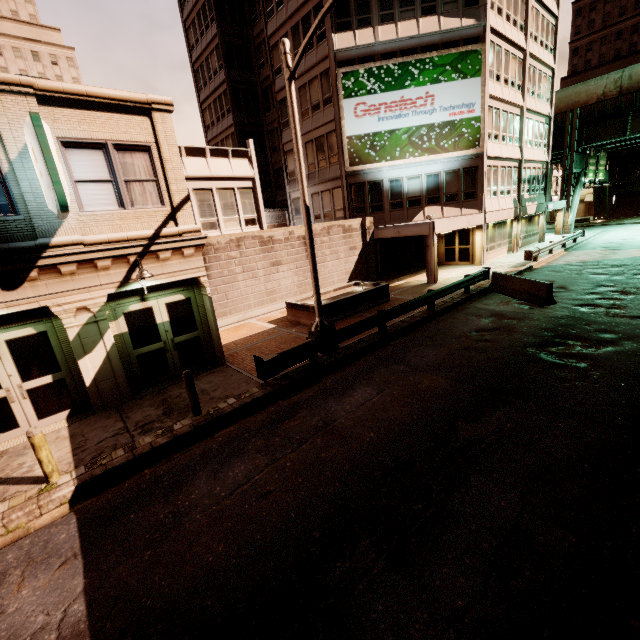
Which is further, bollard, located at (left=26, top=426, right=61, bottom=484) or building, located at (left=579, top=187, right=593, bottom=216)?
building, located at (left=579, top=187, right=593, bottom=216)

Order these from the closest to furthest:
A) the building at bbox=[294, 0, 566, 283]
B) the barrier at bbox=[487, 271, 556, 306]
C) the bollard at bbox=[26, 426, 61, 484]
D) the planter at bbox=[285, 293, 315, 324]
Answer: the bollard at bbox=[26, 426, 61, 484] < the barrier at bbox=[487, 271, 556, 306] < the planter at bbox=[285, 293, 315, 324] < the building at bbox=[294, 0, 566, 283]

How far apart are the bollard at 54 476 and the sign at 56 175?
4.5m

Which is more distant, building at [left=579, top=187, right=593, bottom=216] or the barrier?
building at [left=579, top=187, right=593, bottom=216]

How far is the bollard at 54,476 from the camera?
6.2 meters

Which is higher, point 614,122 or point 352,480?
point 614,122

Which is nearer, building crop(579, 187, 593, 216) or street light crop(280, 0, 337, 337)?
street light crop(280, 0, 337, 337)

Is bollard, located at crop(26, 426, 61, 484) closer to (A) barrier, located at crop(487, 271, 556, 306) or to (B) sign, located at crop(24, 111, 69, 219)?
(B) sign, located at crop(24, 111, 69, 219)
